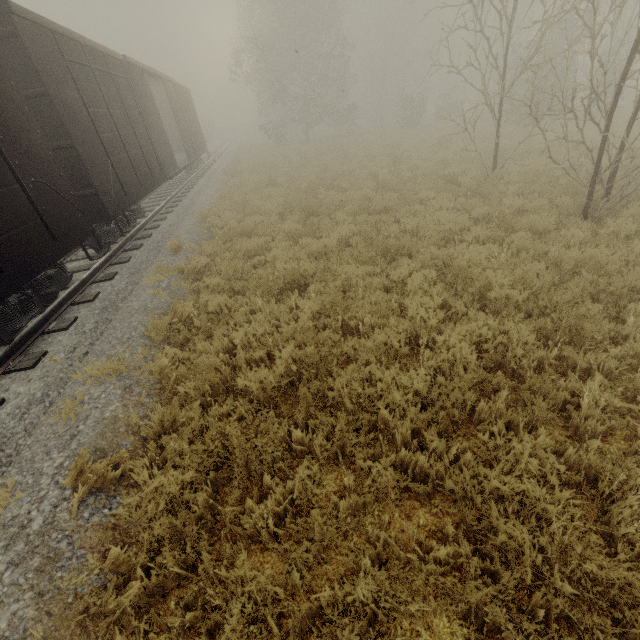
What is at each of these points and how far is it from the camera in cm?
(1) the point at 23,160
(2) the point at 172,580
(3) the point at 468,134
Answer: (1) boxcar, 495
(2) tree, 277
(3) tree, 1004

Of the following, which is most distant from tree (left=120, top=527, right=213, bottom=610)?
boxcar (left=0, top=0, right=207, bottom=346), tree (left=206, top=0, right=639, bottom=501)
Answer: tree (left=206, top=0, right=639, bottom=501)

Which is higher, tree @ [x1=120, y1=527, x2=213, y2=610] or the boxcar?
the boxcar

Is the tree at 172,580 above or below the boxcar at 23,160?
below

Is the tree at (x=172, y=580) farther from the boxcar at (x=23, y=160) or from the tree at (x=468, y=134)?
the tree at (x=468, y=134)

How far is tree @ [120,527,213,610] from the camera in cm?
260

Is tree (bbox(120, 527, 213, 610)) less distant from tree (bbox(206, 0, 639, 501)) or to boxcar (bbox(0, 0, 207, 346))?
boxcar (bbox(0, 0, 207, 346))
